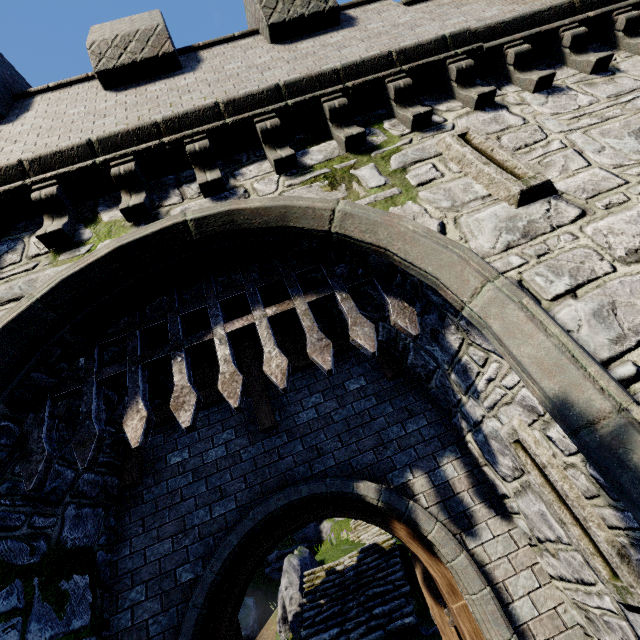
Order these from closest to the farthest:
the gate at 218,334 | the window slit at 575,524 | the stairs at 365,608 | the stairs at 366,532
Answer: the window slit at 575,524 → the gate at 218,334 → the stairs at 365,608 → the stairs at 366,532

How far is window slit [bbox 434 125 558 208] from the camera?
3.4 meters

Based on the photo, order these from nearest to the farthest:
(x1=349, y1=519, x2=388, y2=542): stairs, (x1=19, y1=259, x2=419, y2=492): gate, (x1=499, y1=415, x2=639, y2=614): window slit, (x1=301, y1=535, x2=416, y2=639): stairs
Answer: (x1=499, y1=415, x2=639, y2=614): window slit → (x1=19, y1=259, x2=419, y2=492): gate → (x1=301, y1=535, x2=416, y2=639): stairs → (x1=349, y1=519, x2=388, y2=542): stairs

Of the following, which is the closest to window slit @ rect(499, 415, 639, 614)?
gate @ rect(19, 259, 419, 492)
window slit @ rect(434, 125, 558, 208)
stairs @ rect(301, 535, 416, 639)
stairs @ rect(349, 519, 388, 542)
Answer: gate @ rect(19, 259, 419, 492)

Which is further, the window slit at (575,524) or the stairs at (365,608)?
the stairs at (365,608)

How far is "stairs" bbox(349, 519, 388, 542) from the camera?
16.14m

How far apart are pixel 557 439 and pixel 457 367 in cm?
128

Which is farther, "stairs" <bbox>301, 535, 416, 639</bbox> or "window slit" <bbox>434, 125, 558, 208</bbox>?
"stairs" <bbox>301, 535, 416, 639</bbox>
